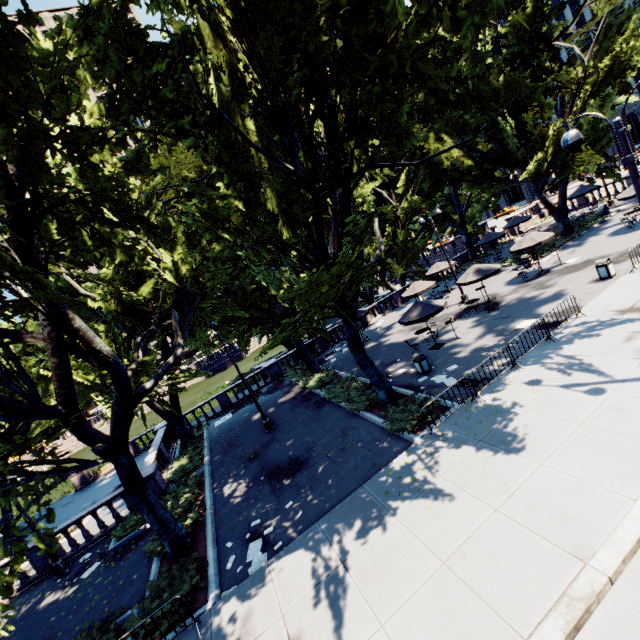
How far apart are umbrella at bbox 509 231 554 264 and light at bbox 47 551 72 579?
30.01m

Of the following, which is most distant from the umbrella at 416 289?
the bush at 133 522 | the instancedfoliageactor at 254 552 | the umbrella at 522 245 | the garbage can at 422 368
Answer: the bush at 133 522

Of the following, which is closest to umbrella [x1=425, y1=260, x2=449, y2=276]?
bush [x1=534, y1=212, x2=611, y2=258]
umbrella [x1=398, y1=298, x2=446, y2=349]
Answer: bush [x1=534, y1=212, x2=611, y2=258]

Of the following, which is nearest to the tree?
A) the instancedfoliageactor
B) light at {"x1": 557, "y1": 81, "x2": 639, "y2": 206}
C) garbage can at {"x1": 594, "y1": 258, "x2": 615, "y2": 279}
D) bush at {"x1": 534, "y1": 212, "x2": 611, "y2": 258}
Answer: bush at {"x1": 534, "y1": 212, "x2": 611, "y2": 258}

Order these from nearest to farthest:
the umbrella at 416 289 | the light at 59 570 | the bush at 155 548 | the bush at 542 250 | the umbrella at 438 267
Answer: the bush at 155 548 < the light at 59 570 < the umbrella at 416 289 < the bush at 542 250 < the umbrella at 438 267

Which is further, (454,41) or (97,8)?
(454,41)

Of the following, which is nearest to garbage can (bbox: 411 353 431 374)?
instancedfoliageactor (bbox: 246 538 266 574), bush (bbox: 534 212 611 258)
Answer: instancedfoliageactor (bbox: 246 538 266 574)

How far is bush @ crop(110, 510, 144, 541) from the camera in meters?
14.9
